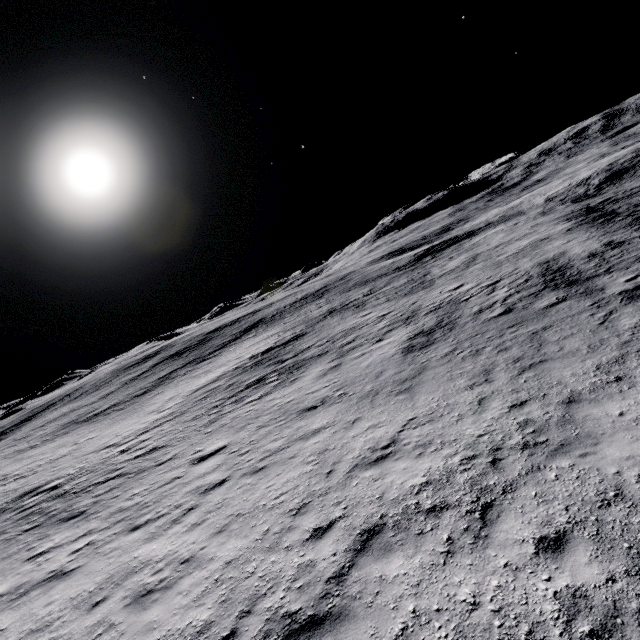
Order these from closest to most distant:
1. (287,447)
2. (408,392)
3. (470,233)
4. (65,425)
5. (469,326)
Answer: (287,447)
(408,392)
(469,326)
(65,425)
(470,233)
